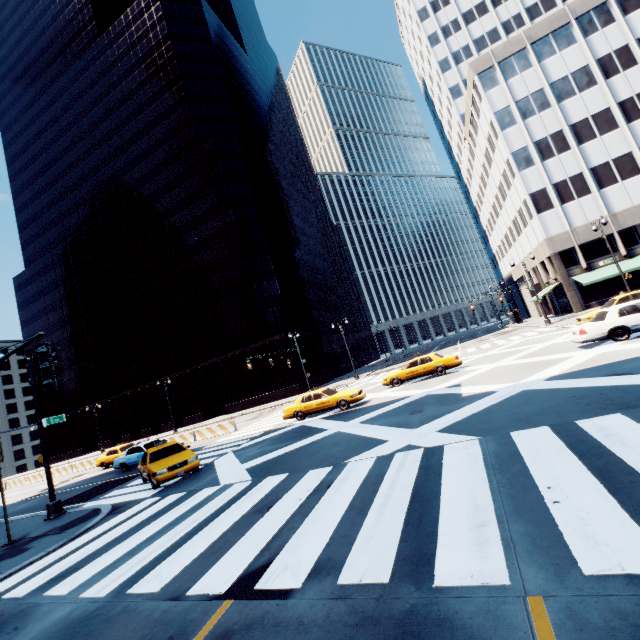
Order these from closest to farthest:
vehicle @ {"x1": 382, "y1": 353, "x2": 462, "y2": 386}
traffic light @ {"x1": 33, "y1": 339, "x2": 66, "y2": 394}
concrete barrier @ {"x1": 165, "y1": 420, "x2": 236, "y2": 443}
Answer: traffic light @ {"x1": 33, "y1": 339, "x2": 66, "y2": 394}
vehicle @ {"x1": 382, "y1": 353, "x2": 462, "y2": 386}
concrete barrier @ {"x1": 165, "y1": 420, "x2": 236, "y2": 443}

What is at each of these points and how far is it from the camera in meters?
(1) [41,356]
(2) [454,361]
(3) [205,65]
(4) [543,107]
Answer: (1) traffic light, 5.5 m
(2) vehicle, 20.0 m
(3) building, 53.8 m
(4) building, 36.8 m

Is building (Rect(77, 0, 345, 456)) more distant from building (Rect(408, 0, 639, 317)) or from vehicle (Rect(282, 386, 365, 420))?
building (Rect(408, 0, 639, 317))

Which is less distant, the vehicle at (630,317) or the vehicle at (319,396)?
the vehicle at (630,317)

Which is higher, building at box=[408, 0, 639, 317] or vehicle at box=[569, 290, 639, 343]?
building at box=[408, 0, 639, 317]

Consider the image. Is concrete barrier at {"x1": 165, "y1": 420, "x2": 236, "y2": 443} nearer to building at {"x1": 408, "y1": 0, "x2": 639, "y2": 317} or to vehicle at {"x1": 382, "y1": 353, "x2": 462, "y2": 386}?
vehicle at {"x1": 382, "y1": 353, "x2": 462, "y2": 386}

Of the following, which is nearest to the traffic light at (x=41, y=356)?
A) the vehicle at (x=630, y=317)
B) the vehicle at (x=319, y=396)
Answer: the vehicle at (x=319, y=396)

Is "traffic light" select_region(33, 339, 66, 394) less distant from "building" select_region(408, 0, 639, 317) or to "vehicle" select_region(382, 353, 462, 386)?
"vehicle" select_region(382, 353, 462, 386)
